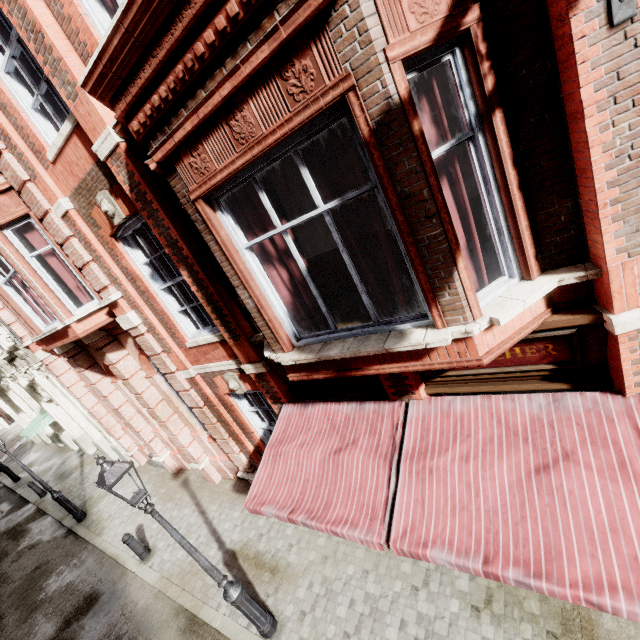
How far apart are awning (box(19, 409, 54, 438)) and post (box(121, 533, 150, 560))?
10.6m

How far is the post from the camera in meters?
8.8 m

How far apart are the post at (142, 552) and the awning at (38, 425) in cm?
1057

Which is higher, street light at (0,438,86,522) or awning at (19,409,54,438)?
awning at (19,409,54,438)

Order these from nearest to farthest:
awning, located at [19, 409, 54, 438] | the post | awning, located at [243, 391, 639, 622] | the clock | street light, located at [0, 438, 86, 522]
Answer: the clock
awning, located at [243, 391, 639, 622]
the post
street light, located at [0, 438, 86, 522]
awning, located at [19, 409, 54, 438]

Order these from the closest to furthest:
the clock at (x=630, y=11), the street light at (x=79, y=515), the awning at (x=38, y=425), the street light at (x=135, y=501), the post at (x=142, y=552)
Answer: the clock at (x=630, y=11) < the street light at (x=135, y=501) < the post at (x=142, y=552) < the street light at (x=79, y=515) < the awning at (x=38, y=425)

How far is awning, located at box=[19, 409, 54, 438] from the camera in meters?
15.5

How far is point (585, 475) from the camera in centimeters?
299cm
